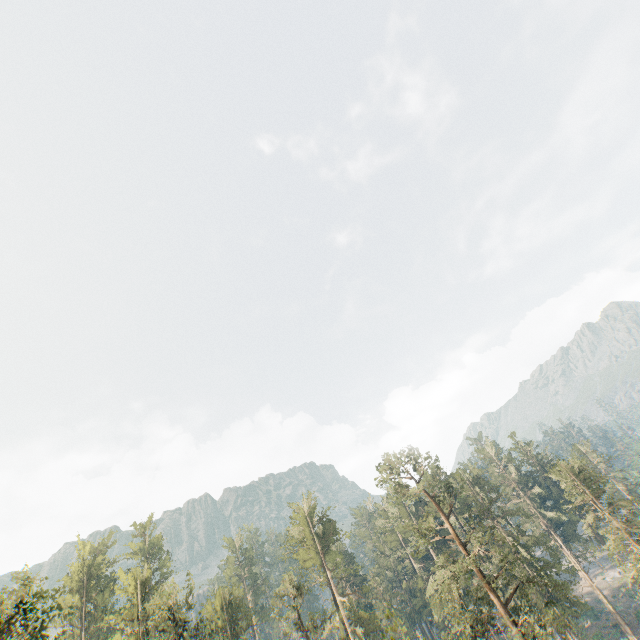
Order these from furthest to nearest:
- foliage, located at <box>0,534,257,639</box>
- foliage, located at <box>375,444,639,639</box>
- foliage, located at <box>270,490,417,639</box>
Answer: foliage, located at <box>270,490,417,639</box> → foliage, located at <box>375,444,639,639</box> → foliage, located at <box>0,534,257,639</box>

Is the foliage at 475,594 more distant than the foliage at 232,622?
Yes

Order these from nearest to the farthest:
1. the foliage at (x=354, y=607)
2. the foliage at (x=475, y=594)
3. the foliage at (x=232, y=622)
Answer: the foliage at (x=232, y=622) → the foliage at (x=475, y=594) → the foliage at (x=354, y=607)

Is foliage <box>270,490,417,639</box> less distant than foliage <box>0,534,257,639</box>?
No

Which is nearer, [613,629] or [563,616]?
[563,616]

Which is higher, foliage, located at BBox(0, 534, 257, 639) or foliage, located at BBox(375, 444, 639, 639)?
foliage, located at BBox(0, 534, 257, 639)
